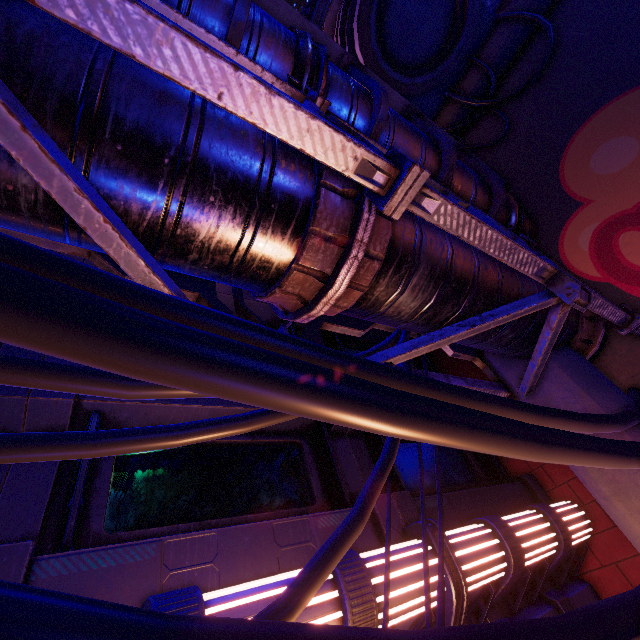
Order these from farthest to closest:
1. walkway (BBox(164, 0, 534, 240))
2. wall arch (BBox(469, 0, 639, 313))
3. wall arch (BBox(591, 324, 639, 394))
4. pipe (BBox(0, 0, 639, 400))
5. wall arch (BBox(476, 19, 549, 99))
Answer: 1. wall arch (BBox(476, 19, 549, 99))
2. wall arch (BBox(469, 0, 639, 313))
3. wall arch (BBox(591, 324, 639, 394))
4. walkway (BBox(164, 0, 534, 240))
5. pipe (BBox(0, 0, 639, 400))

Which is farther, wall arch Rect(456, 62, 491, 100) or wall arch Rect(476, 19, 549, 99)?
wall arch Rect(456, 62, 491, 100)

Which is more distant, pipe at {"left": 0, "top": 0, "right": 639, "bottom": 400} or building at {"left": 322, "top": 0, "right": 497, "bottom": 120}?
building at {"left": 322, "top": 0, "right": 497, "bottom": 120}

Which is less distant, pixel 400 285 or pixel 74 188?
pixel 74 188

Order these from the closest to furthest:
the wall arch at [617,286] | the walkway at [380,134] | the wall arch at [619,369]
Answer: the walkway at [380,134]
the wall arch at [619,369]
the wall arch at [617,286]

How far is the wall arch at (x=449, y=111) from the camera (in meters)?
9.02

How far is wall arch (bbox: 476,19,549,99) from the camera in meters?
7.9 m

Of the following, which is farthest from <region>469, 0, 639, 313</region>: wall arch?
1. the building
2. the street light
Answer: the street light
